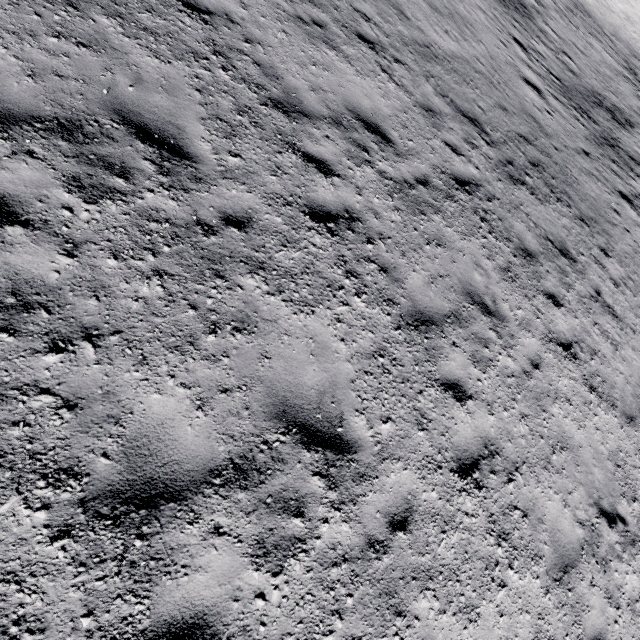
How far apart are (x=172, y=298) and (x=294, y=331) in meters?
1.4
